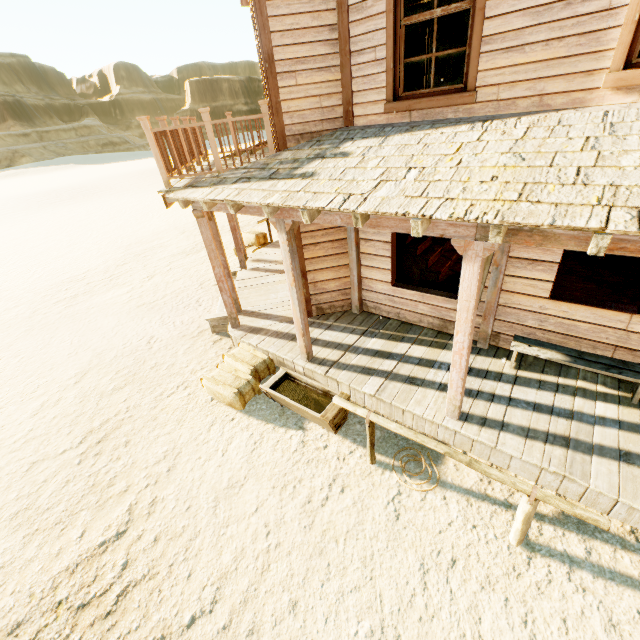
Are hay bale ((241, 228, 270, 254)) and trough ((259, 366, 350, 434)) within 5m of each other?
no

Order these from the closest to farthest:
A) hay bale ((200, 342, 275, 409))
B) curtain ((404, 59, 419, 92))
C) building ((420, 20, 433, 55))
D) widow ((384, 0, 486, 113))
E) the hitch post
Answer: the hitch post
widow ((384, 0, 486, 113))
curtain ((404, 59, 419, 92))
hay bale ((200, 342, 275, 409))
building ((420, 20, 433, 55))

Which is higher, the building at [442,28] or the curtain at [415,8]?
the building at [442,28]

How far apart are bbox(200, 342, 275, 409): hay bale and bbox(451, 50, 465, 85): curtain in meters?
4.8

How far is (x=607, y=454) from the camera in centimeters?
384cm

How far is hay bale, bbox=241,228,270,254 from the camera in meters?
11.4

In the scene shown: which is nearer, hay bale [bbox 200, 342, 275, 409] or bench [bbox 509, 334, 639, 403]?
bench [bbox 509, 334, 639, 403]

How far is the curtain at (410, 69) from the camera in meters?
4.5 m
